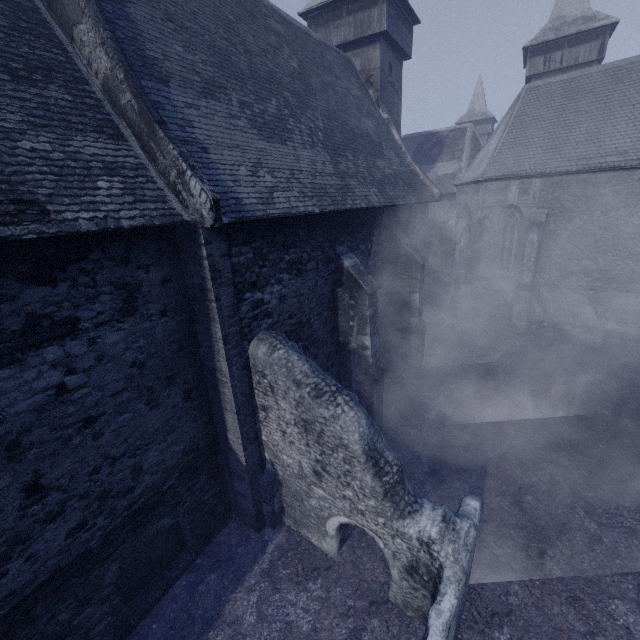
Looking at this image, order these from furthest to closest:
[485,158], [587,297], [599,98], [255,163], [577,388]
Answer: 1. [485,158]
2. [587,297]
3. [599,98]
4. [577,388]
5. [255,163]
